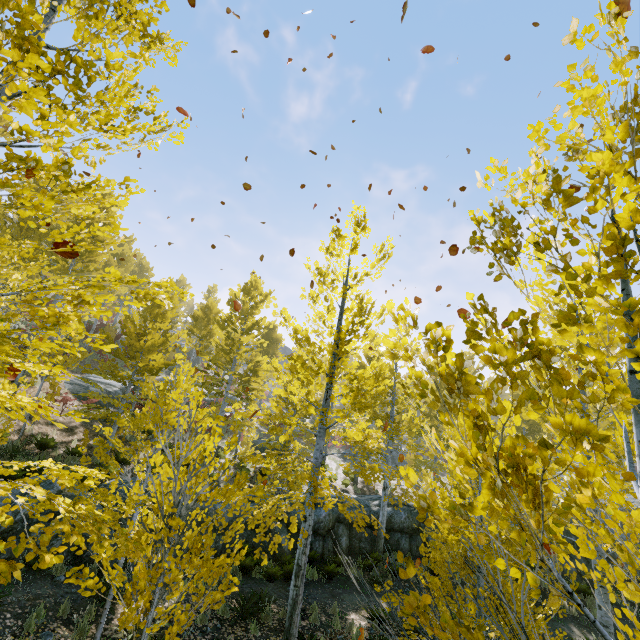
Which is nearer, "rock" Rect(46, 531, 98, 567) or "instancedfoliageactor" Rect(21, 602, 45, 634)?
"instancedfoliageactor" Rect(21, 602, 45, 634)

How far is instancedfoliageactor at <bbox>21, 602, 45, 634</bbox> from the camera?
6.12m

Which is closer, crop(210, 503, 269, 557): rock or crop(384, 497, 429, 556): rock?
crop(210, 503, 269, 557): rock

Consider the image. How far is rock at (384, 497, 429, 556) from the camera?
14.28m

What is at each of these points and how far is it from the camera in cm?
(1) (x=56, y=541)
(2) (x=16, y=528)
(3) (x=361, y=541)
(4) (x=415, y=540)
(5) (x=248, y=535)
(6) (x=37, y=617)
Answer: (1) rock, 832
(2) rock, 789
(3) rock, 1413
(4) rock, 1439
(5) rock, 1229
(6) instancedfoliageactor, 643

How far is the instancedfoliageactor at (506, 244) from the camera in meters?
2.2

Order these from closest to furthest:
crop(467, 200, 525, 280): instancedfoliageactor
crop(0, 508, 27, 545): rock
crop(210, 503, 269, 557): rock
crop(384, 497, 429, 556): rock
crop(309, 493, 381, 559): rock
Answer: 1. crop(467, 200, 525, 280): instancedfoliageactor
2. crop(0, 508, 27, 545): rock
3. crop(210, 503, 269, 557): rock
4. crop(309, 493, 381, 559): rock
5. crop(384, 497, 429, 556): rock

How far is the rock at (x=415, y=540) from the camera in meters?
14.3
